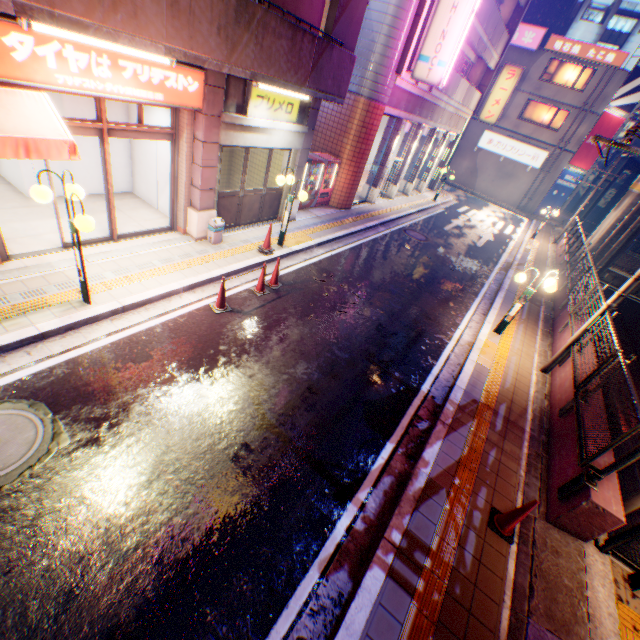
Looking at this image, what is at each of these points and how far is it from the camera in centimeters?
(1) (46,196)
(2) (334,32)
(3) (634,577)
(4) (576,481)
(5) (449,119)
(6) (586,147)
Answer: (1) street lamp, 501cm
(2) pylon, 822cm
(3) street lamp, 467cm
(4) metal fence, 503cm
(5) balcony, 2072cm
(6) billboard, 2852cm

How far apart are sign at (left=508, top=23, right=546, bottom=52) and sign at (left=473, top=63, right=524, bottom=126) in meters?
9.9

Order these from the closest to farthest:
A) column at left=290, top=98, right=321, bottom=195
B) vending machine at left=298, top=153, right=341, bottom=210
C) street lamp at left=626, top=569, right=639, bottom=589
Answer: street lamp at left=626, top=569, right=639, bottom=589
column at left=290, top=98, right=321, bottom=195
vending machine at left=298, top=153, right=341, bottom=210

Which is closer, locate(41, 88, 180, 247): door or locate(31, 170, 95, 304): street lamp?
locate(31, 170, 95, 304): street lamp

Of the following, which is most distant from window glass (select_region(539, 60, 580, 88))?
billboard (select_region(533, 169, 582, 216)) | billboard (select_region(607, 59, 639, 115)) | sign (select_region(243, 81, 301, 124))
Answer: sign (select_region(243, 81, 301, 124))

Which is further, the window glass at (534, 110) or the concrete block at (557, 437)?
the window glass at (534, 110)

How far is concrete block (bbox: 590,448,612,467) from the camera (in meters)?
5.30

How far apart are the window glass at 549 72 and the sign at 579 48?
0.6m
